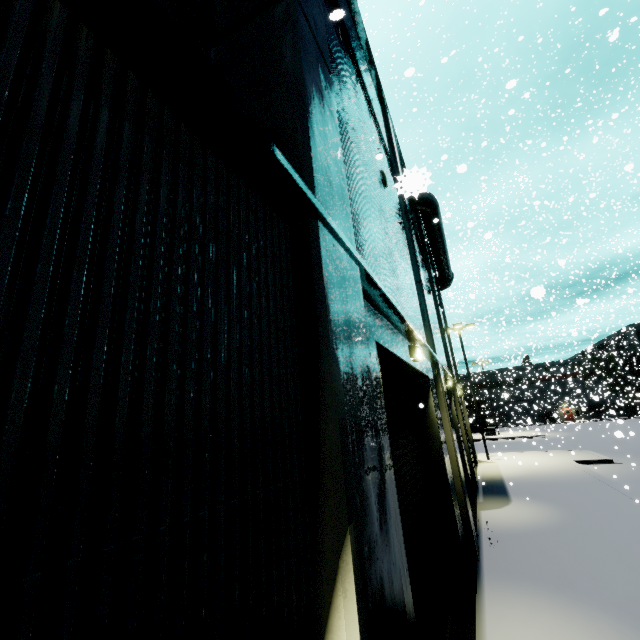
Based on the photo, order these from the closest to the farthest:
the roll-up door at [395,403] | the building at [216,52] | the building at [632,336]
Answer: the building at [216,52] < the roll-up door at [395,403] < the building at [632,336]

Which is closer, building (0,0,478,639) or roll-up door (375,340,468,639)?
building (0,0,478,639)

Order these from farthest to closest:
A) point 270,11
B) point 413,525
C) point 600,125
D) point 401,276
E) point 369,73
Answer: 1. point 600,125
2. point 369,73
3. point 401,276
4. point 413,525
5. point 270,11

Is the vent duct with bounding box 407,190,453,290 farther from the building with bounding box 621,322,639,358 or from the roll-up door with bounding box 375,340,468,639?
the roll-up door with bounding box 375,340,468,639

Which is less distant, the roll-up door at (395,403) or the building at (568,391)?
the roll-up door at (395,403)

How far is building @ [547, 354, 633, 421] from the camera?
33.08m

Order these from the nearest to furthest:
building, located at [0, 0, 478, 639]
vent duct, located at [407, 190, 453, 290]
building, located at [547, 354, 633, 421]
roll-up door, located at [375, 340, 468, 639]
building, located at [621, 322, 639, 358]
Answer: building, located at [0, 0, 478, 639]
roll-up door, located at [375, 340, 468, 639]
vent duct, located at [407, 190, 453, 290]
building, located at [547, 354, 633, 421]
building, located at [621, 322, 639, 358]
